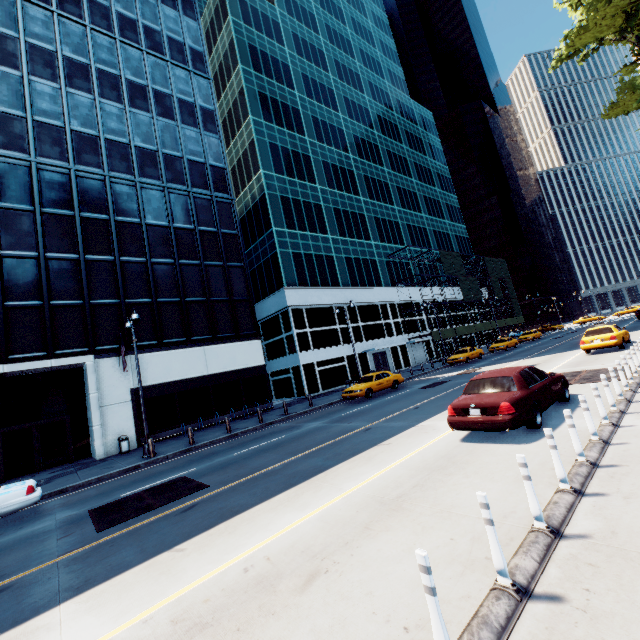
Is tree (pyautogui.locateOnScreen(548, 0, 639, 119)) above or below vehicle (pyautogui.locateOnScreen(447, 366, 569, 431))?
above

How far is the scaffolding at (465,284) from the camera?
44.8 meters

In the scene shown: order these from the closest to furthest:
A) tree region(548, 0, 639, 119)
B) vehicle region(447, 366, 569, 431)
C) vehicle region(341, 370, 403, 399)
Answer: vehicle region(447, 366, 569, 431) < tree region(548, 0, 639, 119) < vehicle region(341, 370, 403, 399)

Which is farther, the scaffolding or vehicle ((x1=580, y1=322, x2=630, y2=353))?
the scaffolding

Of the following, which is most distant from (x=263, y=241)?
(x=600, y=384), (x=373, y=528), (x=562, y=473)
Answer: (x=562, y=473)

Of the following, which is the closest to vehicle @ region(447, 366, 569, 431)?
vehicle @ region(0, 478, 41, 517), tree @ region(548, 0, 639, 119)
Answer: vehicle @ region(0, 478, 41, 517)

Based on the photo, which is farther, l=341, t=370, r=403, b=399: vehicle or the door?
the door

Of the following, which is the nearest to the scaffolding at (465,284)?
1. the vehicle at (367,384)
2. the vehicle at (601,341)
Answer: the vehicle at (367,384)
